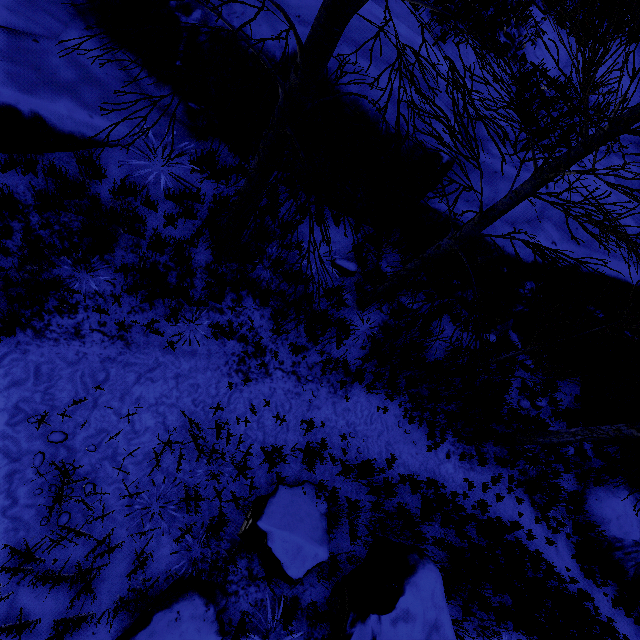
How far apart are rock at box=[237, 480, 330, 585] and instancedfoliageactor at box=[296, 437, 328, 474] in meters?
0.3

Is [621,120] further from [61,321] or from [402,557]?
[61,321]

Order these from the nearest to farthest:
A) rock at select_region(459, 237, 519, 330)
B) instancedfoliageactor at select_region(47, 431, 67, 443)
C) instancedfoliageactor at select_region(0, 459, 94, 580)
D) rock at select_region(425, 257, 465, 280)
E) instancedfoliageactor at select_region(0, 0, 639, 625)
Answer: instancedfoliageactor at select_region(0, 0, 639, 625) < instancedfoliageactor at select_region(0, 459, 94, 580) < instancedfoliageactor at select_region(47, 431, 67, 443) < rock at select_region(459, 237, 519, 330) < rock at select_region(425, 257, 465, 280)

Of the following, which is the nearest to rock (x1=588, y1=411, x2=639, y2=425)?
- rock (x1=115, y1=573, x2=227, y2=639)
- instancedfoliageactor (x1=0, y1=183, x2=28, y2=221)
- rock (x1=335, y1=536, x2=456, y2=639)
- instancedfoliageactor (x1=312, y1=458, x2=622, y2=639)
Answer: instancedfoliageactor (x1=0, y1=183, x2=28, y2=221)

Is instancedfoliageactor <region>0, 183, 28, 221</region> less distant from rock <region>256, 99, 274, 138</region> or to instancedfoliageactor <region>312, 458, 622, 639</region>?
rock <region>256, 99, 274, 138</region>

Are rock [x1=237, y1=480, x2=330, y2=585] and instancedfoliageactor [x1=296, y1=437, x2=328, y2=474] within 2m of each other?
yes

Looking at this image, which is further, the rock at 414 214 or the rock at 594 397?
the rock at 594 397

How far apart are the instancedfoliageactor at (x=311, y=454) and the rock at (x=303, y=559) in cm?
33
